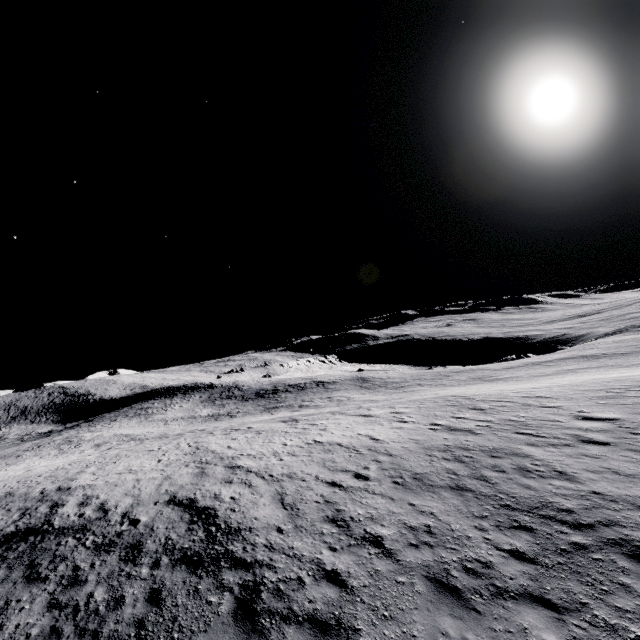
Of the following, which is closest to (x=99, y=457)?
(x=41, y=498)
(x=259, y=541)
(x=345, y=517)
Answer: (x=41, y=498)
